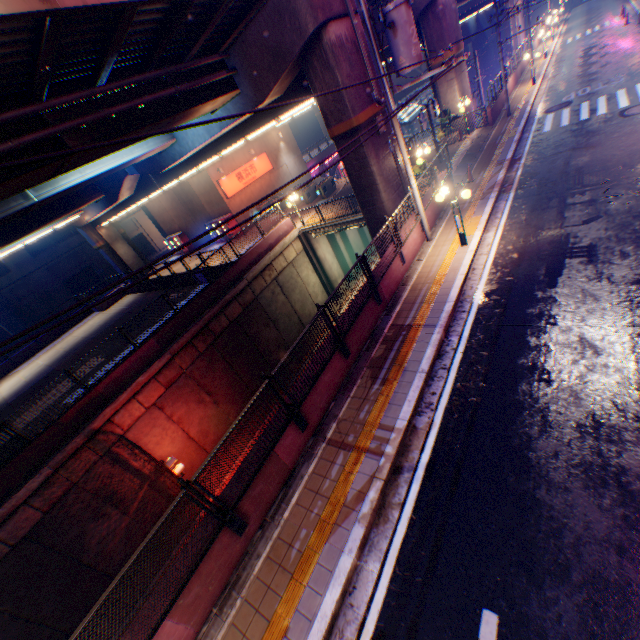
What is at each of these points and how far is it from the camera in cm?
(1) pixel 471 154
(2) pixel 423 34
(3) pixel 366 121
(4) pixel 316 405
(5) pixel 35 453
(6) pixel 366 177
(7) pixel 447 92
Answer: (1) concrete curb, 1847
(2) overpass support, 2011
(3) overpass support, 1240
(4) concrete block, 789
(5) concrete block, 1202
(6) overpass support, 1345
(7) overpass support, 2153

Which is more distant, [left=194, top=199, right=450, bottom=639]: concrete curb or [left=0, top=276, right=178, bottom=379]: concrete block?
[left=0, top=276, right=178, bottom=379]: concrete block

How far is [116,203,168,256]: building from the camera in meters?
44.3 m

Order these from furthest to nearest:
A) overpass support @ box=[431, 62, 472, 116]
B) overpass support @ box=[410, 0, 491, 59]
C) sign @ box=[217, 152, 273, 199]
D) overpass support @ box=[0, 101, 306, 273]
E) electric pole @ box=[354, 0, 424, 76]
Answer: sign @ box=[217, 152, 273, 199]
overpass support @ box=[431, 62, 472, 116]
overpass support @ box=[410, 0, 491, 59]
overpass support @ box=[0, 101, 306, 273]
electric pole @ box=[354, 0, 424, 76]

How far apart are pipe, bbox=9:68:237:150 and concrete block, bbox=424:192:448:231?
8.7 meters

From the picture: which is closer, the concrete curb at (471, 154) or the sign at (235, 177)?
the concrete curb at (471, 154)

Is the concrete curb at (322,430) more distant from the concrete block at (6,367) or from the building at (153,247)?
the building at (153,247)

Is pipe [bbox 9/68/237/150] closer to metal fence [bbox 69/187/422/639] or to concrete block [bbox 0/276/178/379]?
metal fence [bbox 69/187/422/639]
